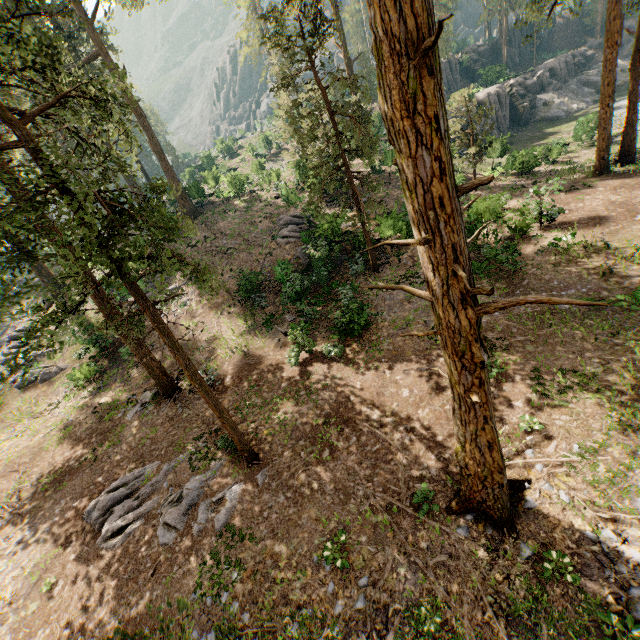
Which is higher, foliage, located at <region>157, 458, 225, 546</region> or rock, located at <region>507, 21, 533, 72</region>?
rock, located at <region>507, 21, 533, 72</region>

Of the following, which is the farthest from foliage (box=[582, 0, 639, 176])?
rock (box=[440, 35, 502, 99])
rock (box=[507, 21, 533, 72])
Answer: rock (box=[440, 35, 502, 99])

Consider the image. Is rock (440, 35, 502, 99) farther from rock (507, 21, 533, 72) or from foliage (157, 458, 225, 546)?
rock (507, 21, 533, 72)

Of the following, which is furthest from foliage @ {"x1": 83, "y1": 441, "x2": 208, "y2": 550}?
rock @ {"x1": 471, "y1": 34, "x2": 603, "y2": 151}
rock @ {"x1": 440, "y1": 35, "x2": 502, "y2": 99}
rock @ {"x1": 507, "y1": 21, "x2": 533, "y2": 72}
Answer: rock @ {"x1": 471, "y1": 34, "x2": 603, "y2": 151}

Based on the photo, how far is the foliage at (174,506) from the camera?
10.2 meters

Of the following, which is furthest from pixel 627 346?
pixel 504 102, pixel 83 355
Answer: pixel 504 102

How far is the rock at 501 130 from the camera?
39.4 meters

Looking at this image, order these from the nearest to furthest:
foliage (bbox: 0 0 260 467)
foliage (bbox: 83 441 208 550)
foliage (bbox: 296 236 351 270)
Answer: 1. foliage (bbox: 0 0 260 467)
2. foliage (bbox: 83 441 208 550)
3. foliage (bbox: 296 236 351 270)
